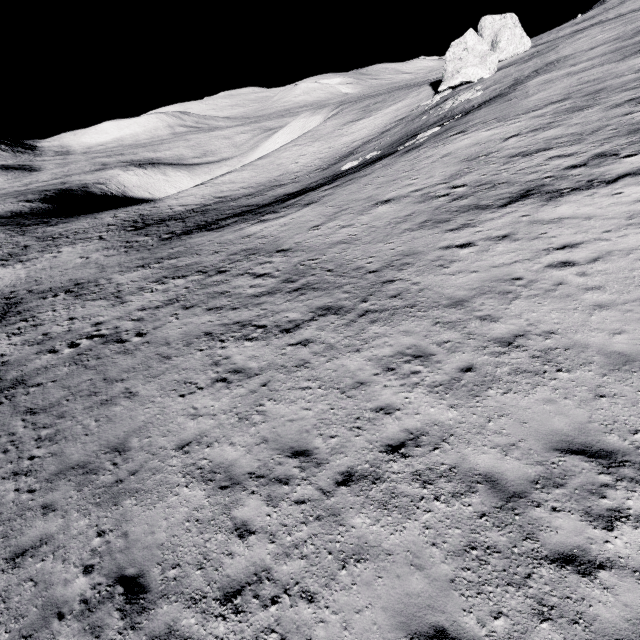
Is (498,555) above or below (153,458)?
above
